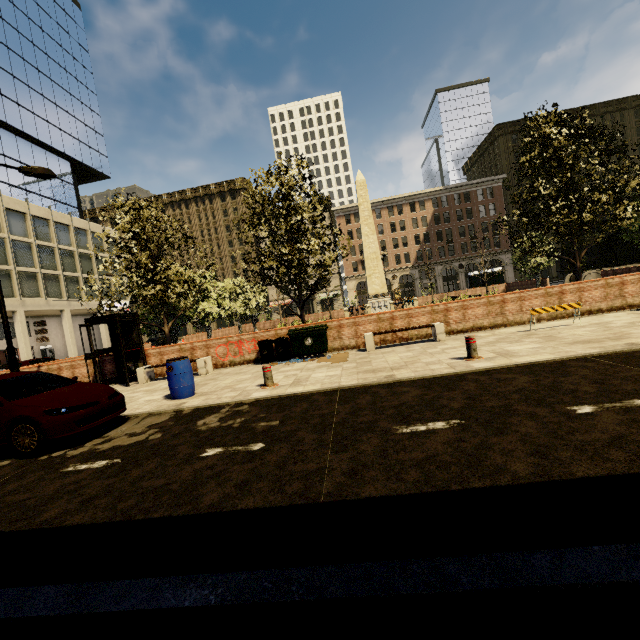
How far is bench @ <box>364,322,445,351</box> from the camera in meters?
10.9 m

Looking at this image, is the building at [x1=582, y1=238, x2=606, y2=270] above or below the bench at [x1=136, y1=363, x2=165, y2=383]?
above

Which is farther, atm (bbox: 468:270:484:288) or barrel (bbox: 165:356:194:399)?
atm (bbox: 468:270:484:288)

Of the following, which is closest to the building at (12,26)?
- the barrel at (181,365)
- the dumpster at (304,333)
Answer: the barrel at (181,365)

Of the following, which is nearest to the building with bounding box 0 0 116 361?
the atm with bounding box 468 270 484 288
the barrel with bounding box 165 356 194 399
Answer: the atm with bounding box 468 270 484 288

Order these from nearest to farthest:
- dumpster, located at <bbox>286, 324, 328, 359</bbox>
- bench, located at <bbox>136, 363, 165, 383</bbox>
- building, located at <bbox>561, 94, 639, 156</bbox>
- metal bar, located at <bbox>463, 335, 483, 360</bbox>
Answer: metal bar, located at <bbox>463, 335, 483, 360</bbox>
dumpster, located at <bbox>286, 324, 328, 359</bbox>
bench, located at <bbox>136, 363, 165, 383</bbox>
building, located at <bbox>561, 94, 639, 156</bbox>

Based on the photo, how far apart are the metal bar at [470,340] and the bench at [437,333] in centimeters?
308cm

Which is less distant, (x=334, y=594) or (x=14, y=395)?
(x=334, y=594)
